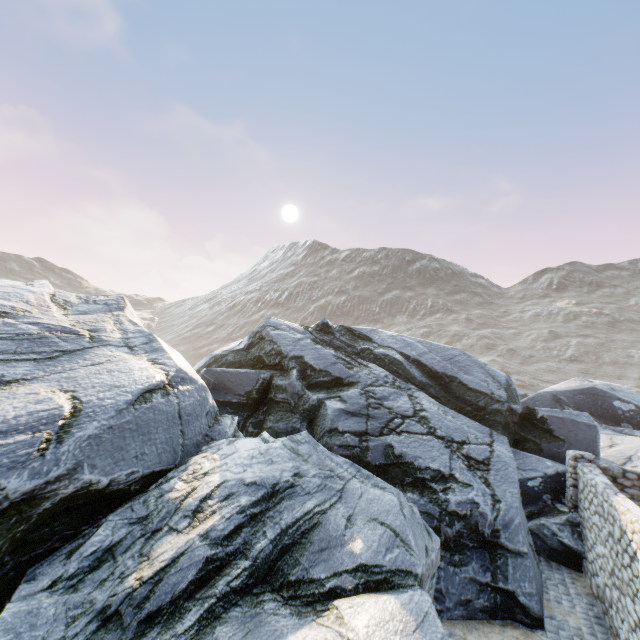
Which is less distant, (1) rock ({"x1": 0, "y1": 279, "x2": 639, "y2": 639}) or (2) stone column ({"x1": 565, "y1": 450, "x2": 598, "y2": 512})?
(1) rock ({"x1": 0, "y1": 279, "x2": 639, "y2": 639})

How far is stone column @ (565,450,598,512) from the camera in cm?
1012

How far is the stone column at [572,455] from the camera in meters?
10.1 m

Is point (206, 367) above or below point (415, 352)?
below

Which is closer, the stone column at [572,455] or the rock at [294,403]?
the rock at [294,403]
